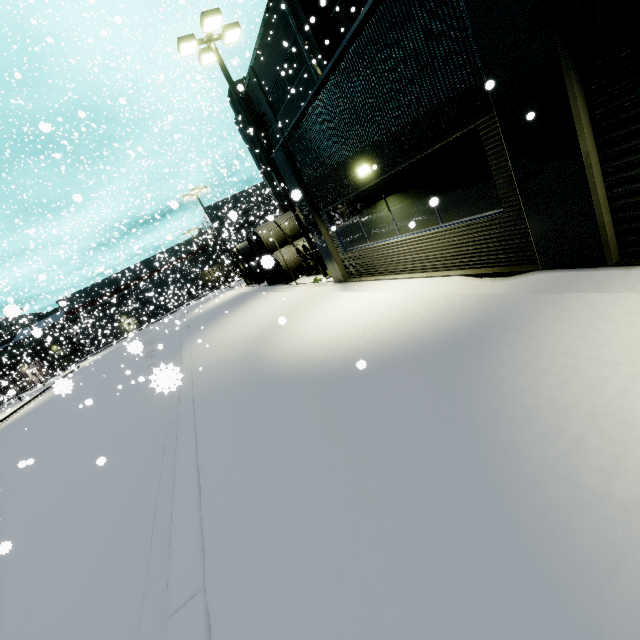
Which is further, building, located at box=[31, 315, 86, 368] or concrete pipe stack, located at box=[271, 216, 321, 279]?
building, located at box=[31, 315, 86, 368]

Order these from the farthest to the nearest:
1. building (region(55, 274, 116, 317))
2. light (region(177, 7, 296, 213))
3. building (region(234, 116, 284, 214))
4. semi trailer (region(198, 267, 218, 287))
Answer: semi trailer (region(198, 267, 218, 287)) < building (region(55, 274, 116, 317)) < building (region(234, 116, 284, 214)) < light (region(177, 7, 296, 213))

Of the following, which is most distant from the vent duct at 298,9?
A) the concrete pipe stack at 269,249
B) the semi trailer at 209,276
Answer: the semi trailer at 209,276

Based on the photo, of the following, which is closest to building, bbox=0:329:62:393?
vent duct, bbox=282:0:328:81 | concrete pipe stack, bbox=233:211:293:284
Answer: vent duct, bbox=282:0:328:81

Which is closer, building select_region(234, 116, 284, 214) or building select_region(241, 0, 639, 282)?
building select_region(241, 0, 639, 282)

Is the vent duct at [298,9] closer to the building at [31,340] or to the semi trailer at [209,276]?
the building at [31,340]

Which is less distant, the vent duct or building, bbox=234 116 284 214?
the vent duct

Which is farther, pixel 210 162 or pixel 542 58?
pixel 210 162
